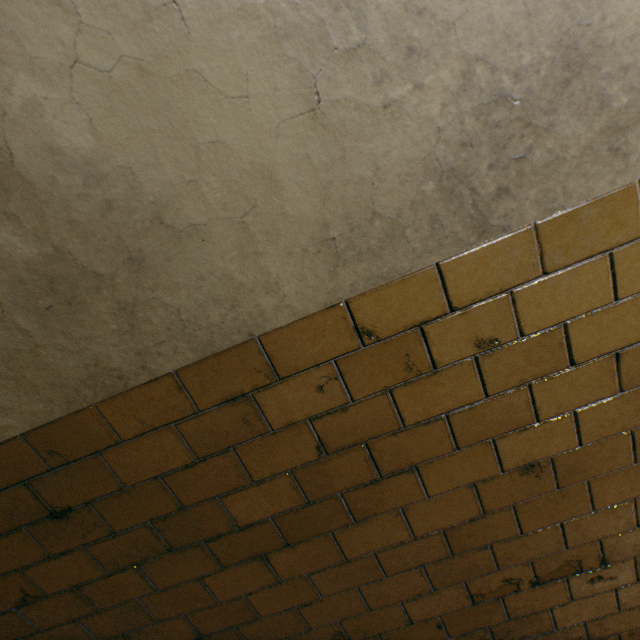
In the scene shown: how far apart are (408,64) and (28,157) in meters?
0.8 m
